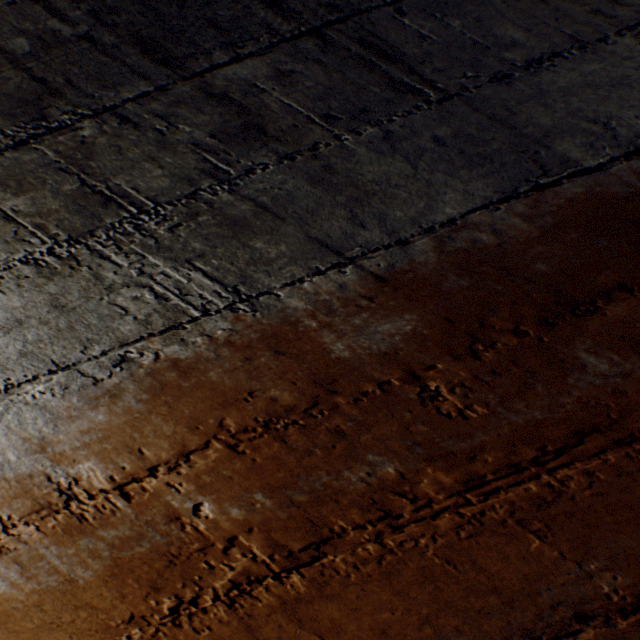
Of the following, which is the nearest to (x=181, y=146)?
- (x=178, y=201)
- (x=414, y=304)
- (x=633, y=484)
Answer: (x=178, y=201)
